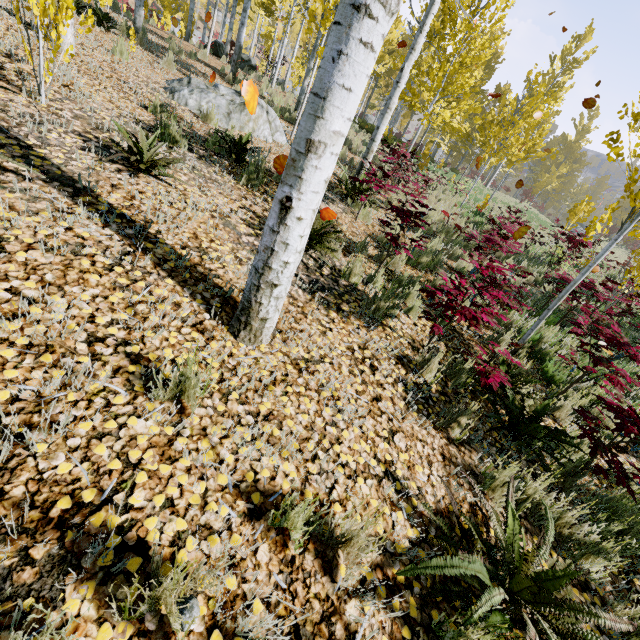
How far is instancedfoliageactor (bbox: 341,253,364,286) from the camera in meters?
4.0

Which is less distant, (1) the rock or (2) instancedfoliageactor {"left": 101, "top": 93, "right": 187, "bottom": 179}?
(2) instancedfoliageactor {"left": 101, "top": 93, "right": 187, "bottom": 179}

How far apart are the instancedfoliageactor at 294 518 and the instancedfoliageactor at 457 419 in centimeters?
154cm

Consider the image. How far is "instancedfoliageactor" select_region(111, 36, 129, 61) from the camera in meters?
6.3

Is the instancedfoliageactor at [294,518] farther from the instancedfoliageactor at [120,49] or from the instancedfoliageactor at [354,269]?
the instancedfoliageactor at [354,269]

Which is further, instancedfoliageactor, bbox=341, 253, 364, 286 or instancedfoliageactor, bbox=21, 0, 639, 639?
instancedfoliageactor, bbox=341, 253, 364, 286

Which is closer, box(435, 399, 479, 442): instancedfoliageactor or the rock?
box(435, 399, 479, 442): instancedfoliageactor

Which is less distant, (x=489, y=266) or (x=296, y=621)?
(x=296, y=621)
